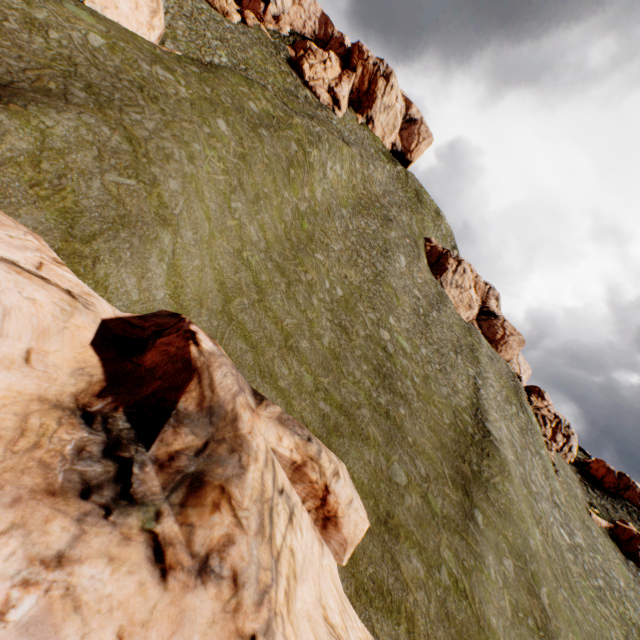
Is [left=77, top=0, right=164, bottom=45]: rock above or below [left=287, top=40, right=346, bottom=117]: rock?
below

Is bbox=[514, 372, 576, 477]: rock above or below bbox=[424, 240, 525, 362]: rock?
below

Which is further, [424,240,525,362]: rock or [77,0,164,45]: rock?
[424,240,525,362]: rock

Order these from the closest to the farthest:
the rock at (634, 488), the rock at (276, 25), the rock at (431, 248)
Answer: the rock at (276, 25), the rock at (634, 488), the rock at (431, 248)

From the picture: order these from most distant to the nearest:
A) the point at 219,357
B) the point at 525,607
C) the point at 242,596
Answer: the point at 525,607 < the point at 219,357 < the point at 242,596

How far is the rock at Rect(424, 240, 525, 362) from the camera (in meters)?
52.56

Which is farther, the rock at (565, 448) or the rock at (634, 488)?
the rock at (634, 488)
